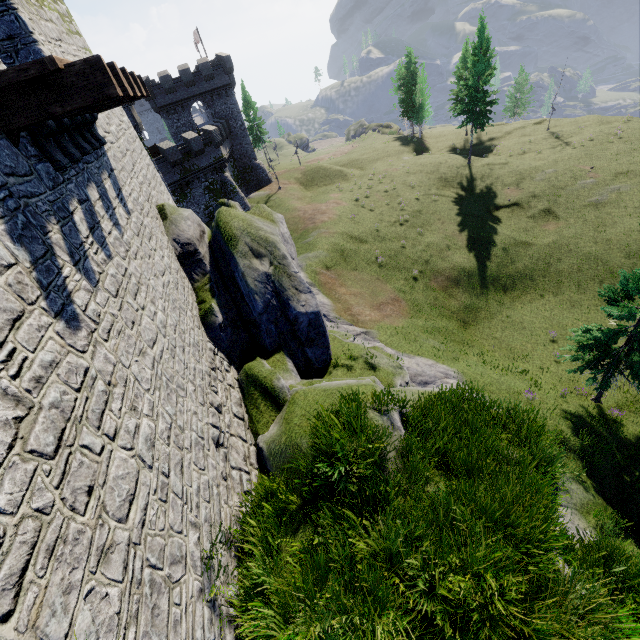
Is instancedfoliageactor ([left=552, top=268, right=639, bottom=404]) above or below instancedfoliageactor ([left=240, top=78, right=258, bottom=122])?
below

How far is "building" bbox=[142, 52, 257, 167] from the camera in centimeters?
3925cm

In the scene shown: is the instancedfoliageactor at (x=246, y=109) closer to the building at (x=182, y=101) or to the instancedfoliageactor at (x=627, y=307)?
the building at (x=182, y=101)

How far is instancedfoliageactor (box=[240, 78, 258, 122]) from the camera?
56.78m

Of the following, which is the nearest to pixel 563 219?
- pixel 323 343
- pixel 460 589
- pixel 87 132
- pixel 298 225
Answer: pixel 298 225

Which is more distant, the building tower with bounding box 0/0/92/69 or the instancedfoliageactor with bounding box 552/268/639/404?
the instancedfoliageactor with bounding box 552/268/639/404

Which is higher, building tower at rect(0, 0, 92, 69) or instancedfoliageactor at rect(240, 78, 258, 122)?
building tower at rect(0, 0, 92, 69)

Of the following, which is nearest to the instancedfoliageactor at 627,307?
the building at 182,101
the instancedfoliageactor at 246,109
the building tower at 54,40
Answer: the building tower at 54,40
